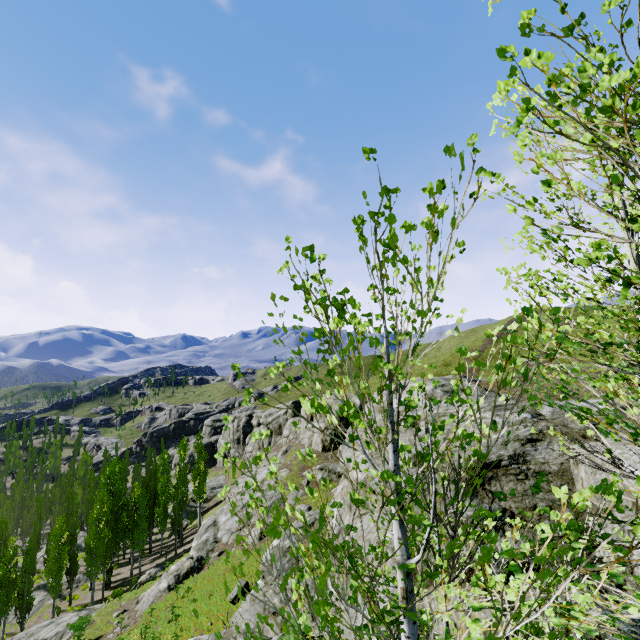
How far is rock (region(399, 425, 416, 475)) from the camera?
8.00m

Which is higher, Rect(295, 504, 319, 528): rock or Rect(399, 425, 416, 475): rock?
Rect(399, 425, 416, 475): rock

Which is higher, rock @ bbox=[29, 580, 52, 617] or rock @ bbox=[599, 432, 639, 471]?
rock @ bbox=[599, 432, 639, 471]

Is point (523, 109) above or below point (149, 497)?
above

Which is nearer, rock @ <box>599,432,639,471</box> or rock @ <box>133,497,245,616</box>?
rock @ <box>599,432,639,471</box>

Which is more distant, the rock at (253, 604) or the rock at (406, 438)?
the rock at (253, 604)

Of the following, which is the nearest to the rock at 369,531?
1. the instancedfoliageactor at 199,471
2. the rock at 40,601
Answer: the instancedfoliageactor at 199,471
